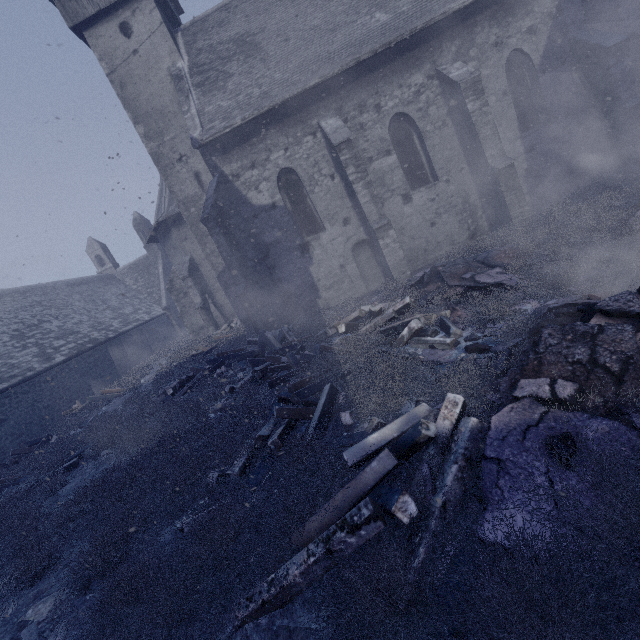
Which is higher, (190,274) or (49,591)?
(190,274)

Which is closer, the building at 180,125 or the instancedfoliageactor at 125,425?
the instancedfoliageactor at 125,425

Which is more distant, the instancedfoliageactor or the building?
the building

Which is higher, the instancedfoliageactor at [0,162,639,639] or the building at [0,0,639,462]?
the building at [0,0,639,462]

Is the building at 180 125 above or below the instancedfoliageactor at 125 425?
above
